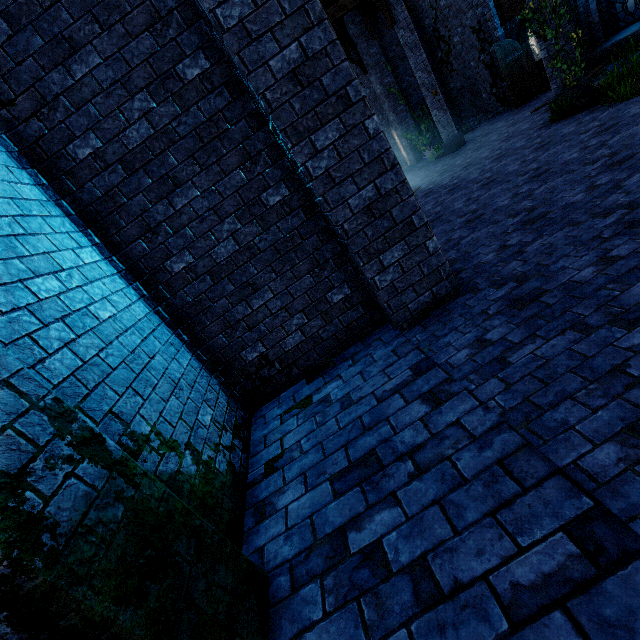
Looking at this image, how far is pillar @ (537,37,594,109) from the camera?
8.1m

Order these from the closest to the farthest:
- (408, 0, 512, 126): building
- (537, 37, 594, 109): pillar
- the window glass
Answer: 1. (537, 37, 594, 109): pillar
2. the window glass
3. (408, 0, 512, 126): building

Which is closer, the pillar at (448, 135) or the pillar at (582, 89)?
the pillar at (582, 89)

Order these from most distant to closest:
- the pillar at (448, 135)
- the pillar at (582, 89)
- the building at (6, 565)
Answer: the pillar at (448, 135)
the pillar at (582, 89)
the building at (6, 565)

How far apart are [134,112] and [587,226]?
5.5 meters

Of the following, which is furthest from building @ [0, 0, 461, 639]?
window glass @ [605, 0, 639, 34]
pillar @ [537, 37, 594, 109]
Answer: window glass @ [605, 0, 639, 34]

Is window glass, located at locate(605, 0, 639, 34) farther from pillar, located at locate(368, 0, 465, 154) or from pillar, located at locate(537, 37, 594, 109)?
pillar, located at locate(368, 0, 465, 154)
